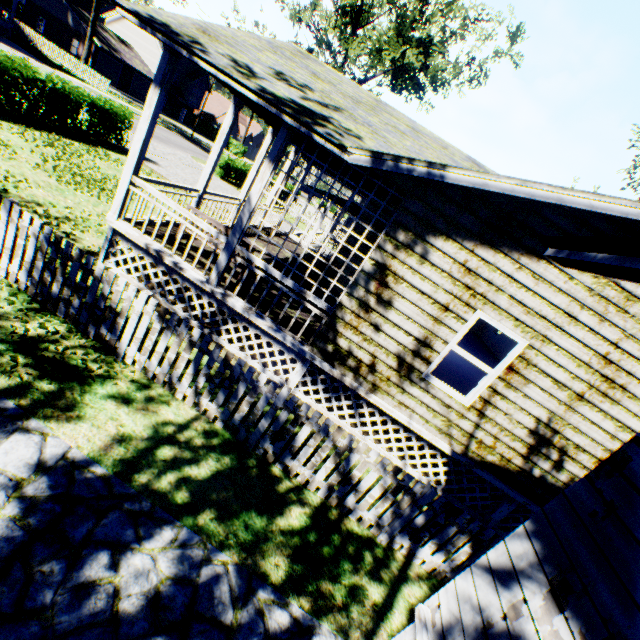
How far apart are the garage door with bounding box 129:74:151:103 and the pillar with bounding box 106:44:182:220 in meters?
52.1

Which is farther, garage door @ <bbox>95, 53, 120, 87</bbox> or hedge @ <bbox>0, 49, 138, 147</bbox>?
garage door @ <bbox>95, 53, 120, 87</bbox>

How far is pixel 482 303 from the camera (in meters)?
5.54

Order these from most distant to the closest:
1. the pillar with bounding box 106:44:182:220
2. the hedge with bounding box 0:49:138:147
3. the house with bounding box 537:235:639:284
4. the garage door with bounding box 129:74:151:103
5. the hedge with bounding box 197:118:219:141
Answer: the hedge with bounding box 197:118:219:141
the garage door with bounding box 129:74:151:103
the hedge with bounding box 0:49:138:147
the pillar with bounding box 106:44:182:220
the house with bounding box 537:235:639:284

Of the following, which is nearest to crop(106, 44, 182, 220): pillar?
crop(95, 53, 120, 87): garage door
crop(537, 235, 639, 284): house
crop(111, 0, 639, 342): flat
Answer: crop(111, 0, 639, 342): flat

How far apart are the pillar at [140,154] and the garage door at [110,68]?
48.3m

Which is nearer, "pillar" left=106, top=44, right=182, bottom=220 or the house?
the house

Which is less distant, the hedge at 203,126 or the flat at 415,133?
the flat at 415,133
